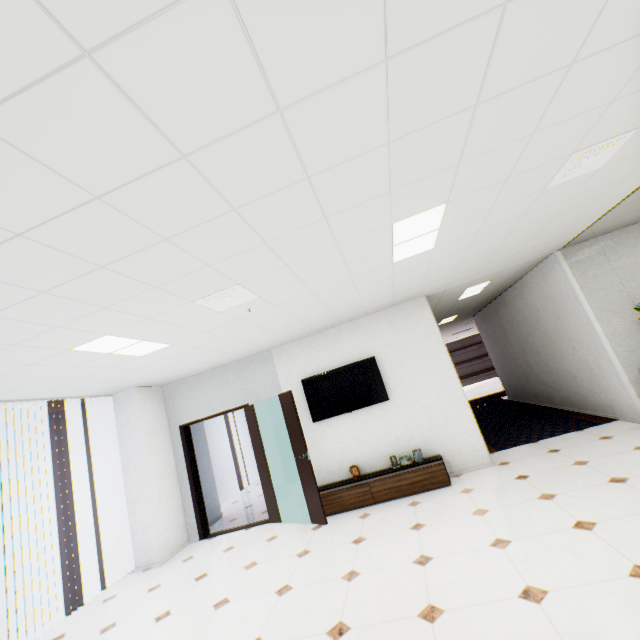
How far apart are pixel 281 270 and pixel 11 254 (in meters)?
1.85

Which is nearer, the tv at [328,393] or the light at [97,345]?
the light at [97,345]

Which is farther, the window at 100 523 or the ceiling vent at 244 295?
the window at 100 523

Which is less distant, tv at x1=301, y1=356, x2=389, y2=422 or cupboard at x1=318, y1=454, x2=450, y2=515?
cupboard at x1=318, y1=454, x2=450, y2=515

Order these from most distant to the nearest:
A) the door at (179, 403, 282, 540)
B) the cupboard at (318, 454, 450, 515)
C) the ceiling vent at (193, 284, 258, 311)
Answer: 1. the door at (179, 403, 282, 540)
2. the cupboard at (318, 454, 450, 515)
3. the ceiling vent at (193, 284, 258, 311)

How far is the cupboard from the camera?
4.89m

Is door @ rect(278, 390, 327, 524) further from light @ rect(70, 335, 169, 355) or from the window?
the window

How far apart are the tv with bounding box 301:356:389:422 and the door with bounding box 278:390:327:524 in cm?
60
